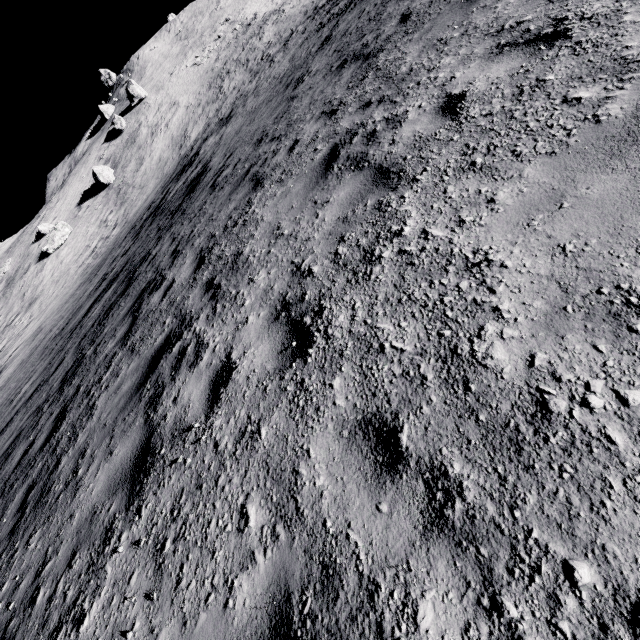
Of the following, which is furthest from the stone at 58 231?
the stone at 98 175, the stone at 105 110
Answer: the stone at 105 110

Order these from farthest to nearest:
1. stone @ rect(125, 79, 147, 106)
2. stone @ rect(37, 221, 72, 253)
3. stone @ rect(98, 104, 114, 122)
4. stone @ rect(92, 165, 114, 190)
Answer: stone @ rect(98, 104, 114, 122) → stone @ rect(125, 79, 147, 106) → stone @ rect(92, 165, 114, 190) → stone @ rect(37, 221, 72, 253)

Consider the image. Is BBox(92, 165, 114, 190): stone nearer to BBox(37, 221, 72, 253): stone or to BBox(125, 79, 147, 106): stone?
BBox(37, 221, 72, 253): stone

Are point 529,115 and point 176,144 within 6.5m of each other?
no

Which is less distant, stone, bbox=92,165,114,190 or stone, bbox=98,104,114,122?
stone, bbox=92,165,114,190

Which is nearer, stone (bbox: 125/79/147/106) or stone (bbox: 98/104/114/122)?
stone (bbox: 125/79/147/106)

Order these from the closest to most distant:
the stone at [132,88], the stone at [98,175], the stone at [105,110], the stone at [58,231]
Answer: the stone at [58,231] → the stone at [98,175] → the stone at [132,88] → the stone at [105,110]
